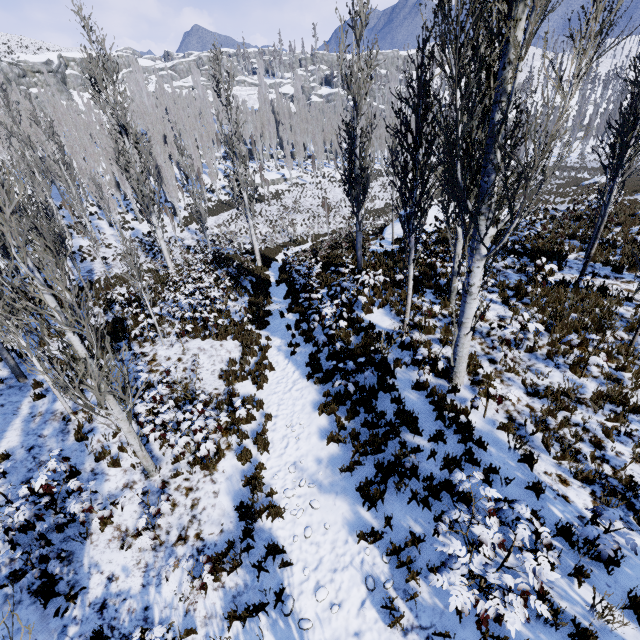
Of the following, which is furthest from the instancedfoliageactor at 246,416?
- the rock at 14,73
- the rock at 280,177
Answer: the rock at 14,73

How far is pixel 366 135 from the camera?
11.8m

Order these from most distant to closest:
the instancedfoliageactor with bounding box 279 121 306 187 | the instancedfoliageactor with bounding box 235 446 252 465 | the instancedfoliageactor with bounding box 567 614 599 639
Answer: the instancedfoliageactor with bounding box 279 121 306 187 < the instancedfoliageactor with bounding box 235 446 252 465 < the instancedfoliageactor with bounding box 567 614 599 639

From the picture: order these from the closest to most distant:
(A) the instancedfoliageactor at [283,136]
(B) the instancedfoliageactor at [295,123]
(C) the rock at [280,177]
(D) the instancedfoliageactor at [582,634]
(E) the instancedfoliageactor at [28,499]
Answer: (D) the instancedfoliageactor at [582,634] < (E) the instancedfoliageactor at [28,499] < (A) the instancedfoliageactor at [283,136] < (C) the rock at [280,177] < (B) the instancedfoliageactor at [295,123]

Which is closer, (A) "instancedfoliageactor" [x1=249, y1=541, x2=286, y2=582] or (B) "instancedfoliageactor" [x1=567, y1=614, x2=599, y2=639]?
(B) "instancedfoliageactor" [x1=567, y1=614, x2=599, y2=639]

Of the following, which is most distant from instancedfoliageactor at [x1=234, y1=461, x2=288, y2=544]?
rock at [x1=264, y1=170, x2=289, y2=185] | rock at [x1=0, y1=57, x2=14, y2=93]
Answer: rock at [x1=0, y1=57, x2=14, y2=93]
